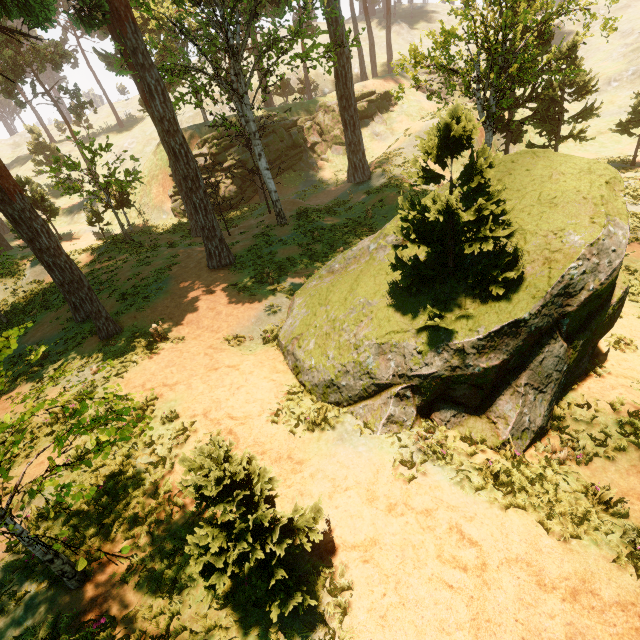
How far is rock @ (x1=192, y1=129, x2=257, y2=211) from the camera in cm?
3158

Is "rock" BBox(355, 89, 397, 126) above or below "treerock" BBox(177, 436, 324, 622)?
above

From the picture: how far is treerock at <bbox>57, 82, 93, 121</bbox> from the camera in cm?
3744

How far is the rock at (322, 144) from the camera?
32.5m

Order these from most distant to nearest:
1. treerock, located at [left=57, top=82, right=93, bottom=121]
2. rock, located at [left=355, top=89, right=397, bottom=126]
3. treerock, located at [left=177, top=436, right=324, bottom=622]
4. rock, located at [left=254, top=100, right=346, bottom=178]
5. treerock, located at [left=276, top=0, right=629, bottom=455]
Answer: treerock, located at [left=57, top=82, right=93, bottom=121] → rock, located at [left=355, top=89, right=397, bottom=126] → rock, located at [left=254, top=100, right=346, bottom=178] → treerock, located at [left=276, top=0, right=629, bottom=455] → treerock, located at [left=177, top=436, right=324, bottom=622]

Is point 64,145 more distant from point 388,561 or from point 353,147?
point 388,561

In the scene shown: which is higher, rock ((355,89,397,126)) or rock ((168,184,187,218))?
rock ((355,89,397,126))
